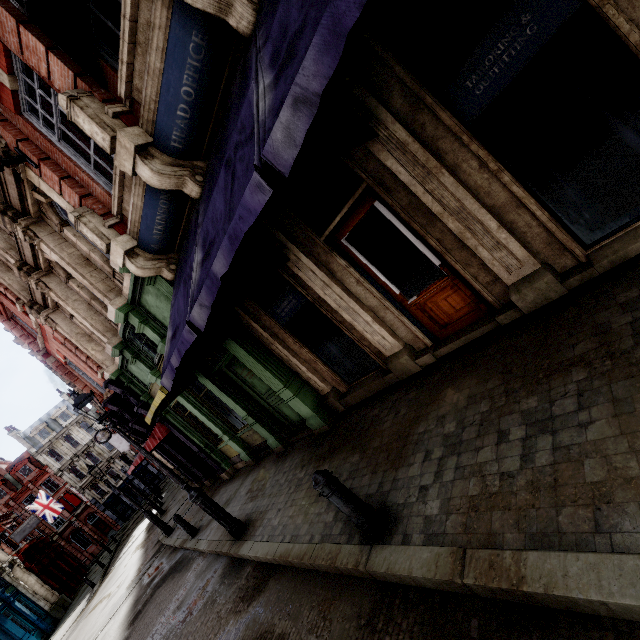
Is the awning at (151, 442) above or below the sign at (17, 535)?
below

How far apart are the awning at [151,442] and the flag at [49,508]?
29.82m

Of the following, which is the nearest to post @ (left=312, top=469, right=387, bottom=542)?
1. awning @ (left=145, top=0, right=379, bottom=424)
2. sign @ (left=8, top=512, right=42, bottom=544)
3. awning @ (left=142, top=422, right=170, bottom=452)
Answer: awning @ (left=145, top=0, right=379, bottom=424)

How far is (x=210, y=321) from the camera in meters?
4.3 m

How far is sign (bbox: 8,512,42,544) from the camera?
26.55m

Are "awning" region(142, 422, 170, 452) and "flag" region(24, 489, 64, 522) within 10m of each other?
no

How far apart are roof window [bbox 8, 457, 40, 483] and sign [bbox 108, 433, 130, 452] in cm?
2300

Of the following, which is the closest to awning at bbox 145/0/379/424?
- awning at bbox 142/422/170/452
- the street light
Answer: the street light
